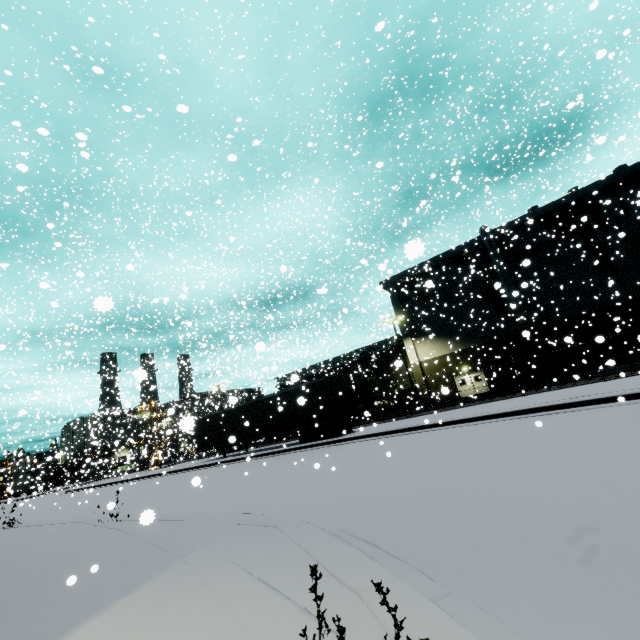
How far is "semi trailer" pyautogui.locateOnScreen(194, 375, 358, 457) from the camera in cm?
1975

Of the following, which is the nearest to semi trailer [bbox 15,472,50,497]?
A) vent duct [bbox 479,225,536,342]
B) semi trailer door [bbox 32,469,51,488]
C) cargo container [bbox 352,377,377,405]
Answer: semi trailer door [bbox 32,469,51,488]

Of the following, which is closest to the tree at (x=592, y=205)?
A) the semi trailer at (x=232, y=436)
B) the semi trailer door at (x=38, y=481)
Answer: the semi trailer at (x=232, y=436)

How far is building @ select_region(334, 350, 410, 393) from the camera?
39.30m

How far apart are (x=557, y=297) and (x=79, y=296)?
55.03m

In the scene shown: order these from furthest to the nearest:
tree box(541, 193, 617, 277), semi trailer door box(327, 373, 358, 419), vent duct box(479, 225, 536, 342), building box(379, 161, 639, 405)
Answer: tree box(541, 193, 617, 277)
building box(379, 161, 639, 405)
vent duct box(479, 225, 536, 342)
semi trailer door box(327, 373, 358, 419)

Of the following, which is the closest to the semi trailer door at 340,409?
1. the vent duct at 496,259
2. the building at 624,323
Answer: the vent duct at 496,259
